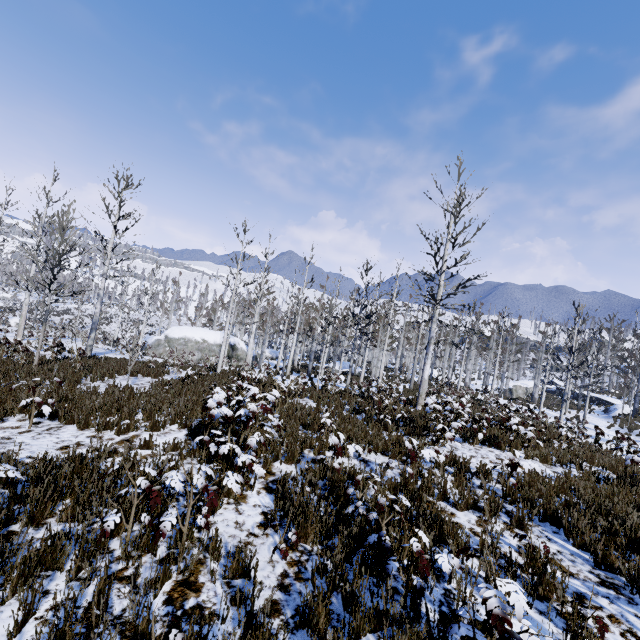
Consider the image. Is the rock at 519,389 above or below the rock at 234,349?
above

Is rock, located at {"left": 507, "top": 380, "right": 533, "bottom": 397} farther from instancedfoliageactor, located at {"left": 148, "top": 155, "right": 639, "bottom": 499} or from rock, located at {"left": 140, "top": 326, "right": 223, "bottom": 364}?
rock, located at {"left": 140, "top": 326, "right": 223, "bottom": 364}

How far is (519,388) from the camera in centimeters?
4178cm

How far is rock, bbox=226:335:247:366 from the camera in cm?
3234

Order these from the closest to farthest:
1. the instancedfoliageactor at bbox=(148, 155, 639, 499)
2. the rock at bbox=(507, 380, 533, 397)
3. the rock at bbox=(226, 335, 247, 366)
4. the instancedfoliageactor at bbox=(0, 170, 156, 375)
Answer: the instancedfoliageactor at bbox=(148, 155, 639, 499) → the instancedfoliageactor at bbox=(0, 170, 156, 375) → the rock at bbox=(226, 335, 247, 366) → the rock at bbox=(507, 380, 533, 397)

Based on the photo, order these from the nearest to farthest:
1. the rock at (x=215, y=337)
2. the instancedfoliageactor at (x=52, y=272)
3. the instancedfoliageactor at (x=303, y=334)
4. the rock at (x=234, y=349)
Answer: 1. the instancedfoliageactor at (x=303, y=334)
2. the instancedfoliageactor at (x=52, y=272)
3. the rock at (x=215, y=337)
4. the rock at (x=234, y=349)

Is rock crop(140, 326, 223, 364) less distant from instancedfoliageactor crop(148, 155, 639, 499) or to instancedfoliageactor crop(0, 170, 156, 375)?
instancedfoliageactor crop(0, 170, 156, 375)

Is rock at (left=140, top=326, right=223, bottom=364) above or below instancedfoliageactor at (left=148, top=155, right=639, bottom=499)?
below
